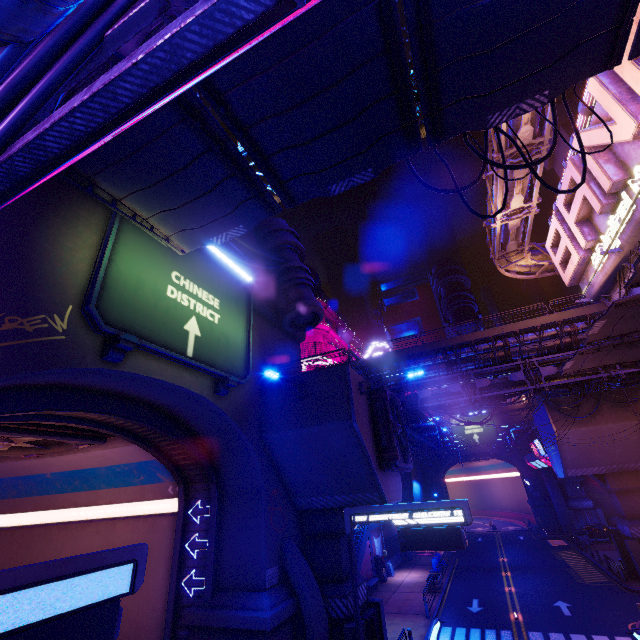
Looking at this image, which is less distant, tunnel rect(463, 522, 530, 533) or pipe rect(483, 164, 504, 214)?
pipe rect(483, 164, 504, 214)

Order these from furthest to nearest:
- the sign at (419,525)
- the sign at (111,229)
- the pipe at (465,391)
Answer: the pipe at (465,391), the sign at (419,525), the sign at (111,229)

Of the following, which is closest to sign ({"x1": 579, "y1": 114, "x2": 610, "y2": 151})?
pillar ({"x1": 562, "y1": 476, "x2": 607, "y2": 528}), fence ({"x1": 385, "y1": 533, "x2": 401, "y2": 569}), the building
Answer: the building

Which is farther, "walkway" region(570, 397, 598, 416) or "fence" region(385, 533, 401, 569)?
"fence" region(385, 533, 401, 569)

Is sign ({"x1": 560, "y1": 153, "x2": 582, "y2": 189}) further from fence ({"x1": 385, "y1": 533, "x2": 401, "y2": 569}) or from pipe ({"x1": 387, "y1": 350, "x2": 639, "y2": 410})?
fence ({"x1": 385, "y1": 533, "x2": 401, "y2": 569})

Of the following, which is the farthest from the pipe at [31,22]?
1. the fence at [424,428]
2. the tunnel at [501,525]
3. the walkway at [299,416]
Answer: the tunnel at [501,525]

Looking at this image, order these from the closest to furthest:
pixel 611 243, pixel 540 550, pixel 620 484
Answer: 1. pixel 611 243
2. pixel 620 484
3. pixel 540 550

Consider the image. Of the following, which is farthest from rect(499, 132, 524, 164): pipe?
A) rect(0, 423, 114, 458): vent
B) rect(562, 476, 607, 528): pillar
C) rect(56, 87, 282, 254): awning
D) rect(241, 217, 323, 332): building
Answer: rect(0, 423, 114, 458): vent
